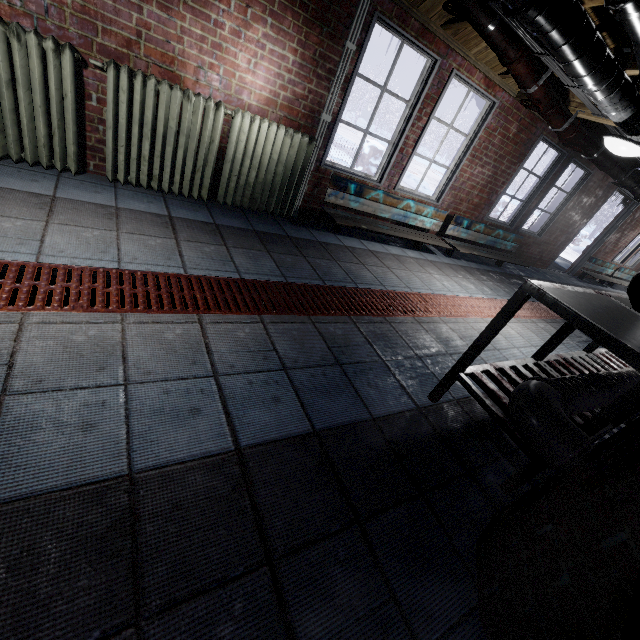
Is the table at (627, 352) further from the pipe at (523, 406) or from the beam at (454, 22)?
the beam at (454, 22)

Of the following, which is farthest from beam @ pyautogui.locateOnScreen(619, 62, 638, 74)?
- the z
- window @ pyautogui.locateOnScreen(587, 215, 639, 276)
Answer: window @ pyautogui.locateOnScreen(587, 215, 639, 276)

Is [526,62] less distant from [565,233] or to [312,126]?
[312,126]

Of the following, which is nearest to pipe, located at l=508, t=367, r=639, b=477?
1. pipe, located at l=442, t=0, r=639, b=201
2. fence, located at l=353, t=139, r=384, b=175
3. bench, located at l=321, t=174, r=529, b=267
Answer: pipe, located at l=442, t=0, r=639, b=201

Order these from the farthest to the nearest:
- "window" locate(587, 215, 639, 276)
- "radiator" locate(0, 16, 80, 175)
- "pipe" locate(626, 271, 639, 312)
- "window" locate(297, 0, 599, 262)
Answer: "window" locate(587, 215, 639, 276), "window" locate(297, 0, 599, 262), "radiator" locate(0, 16, 80, 175), "pipe" locate(626, 271, 639, 312)

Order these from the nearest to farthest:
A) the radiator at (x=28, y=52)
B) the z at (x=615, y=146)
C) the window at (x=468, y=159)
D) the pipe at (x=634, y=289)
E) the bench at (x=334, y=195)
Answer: the pipe at (x=634, y=289), the radiator at (x=28, y=52), the z at (x=615, y=146), the window at (x=468, y=159), the bench at (x=334, y=195)

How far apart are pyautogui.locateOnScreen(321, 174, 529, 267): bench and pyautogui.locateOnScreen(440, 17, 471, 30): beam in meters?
1.5 m

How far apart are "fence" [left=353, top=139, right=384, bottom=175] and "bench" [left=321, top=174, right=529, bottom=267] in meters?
4.4
